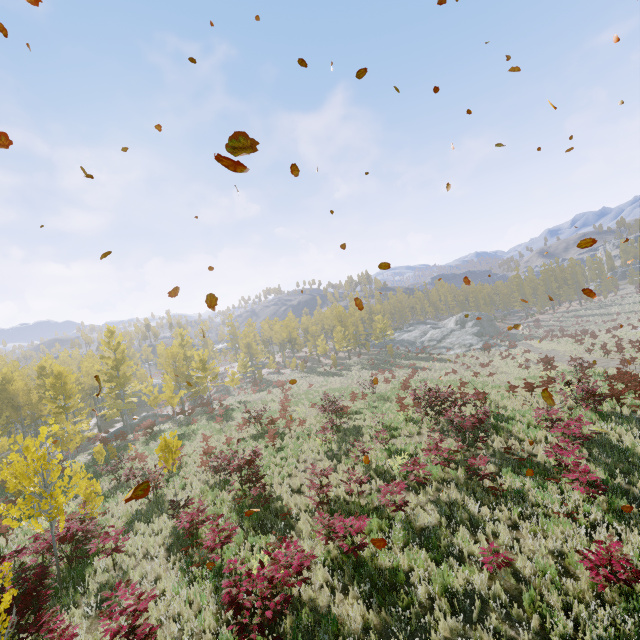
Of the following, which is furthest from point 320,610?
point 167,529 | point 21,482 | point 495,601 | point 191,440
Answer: point 191,440

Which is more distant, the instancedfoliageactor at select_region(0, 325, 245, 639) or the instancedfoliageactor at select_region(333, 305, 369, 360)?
the instancedfoliageactor at select_region(333, 305, 369, 360)

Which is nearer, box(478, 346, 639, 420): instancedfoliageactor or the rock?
box(478, 346, 639, 420): instancedfoliageactor

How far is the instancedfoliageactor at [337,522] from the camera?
7.46m

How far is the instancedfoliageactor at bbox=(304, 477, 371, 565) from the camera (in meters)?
7.46

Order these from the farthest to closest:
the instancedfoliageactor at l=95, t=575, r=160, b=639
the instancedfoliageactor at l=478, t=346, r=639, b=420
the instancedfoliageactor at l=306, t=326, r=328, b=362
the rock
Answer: the instancedfoliageactor at l=306, t=326, r=328, b=362
the rock
the instancedfoliageactor at l=478, t=346, r=639, b=420
the instancedfoliageactor at l=95, t=575, r=160, b=639

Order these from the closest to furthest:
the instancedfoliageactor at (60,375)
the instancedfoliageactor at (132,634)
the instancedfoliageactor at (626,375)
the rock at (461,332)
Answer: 1. the instancedfoliageactor at (132,634)
2. the instancedfoliageactor at (60,375)
3. the instancedfoliageactor at (626,375)
4. the rock at (461,332)
